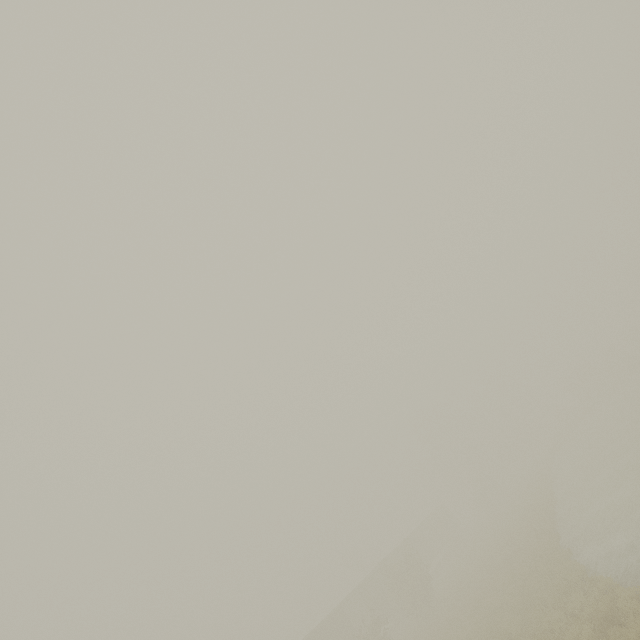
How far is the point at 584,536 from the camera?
17.0m

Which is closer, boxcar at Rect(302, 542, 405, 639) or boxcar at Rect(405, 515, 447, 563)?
boxcar at Rect(302, 542, 405, 639)

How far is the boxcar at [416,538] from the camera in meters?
42.0

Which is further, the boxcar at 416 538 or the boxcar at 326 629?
the boxcar at 416 538

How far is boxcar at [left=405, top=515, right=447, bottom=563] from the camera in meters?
42.0
